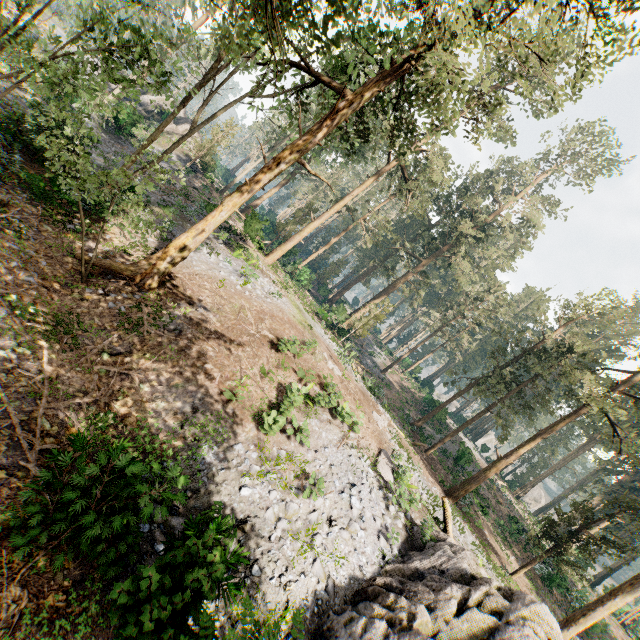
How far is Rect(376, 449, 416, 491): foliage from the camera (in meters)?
13.54

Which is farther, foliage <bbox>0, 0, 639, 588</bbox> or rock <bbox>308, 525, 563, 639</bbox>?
foliage <bbox>0, 0, 639, 588</bbox>

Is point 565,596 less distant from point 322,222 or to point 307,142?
point 322,222

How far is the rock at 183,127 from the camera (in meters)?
37.34

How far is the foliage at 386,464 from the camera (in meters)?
13.54

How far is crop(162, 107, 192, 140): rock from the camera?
37.34m

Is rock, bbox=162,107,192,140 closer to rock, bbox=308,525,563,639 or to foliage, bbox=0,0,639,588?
foliage, bbox=0,0,639,588
